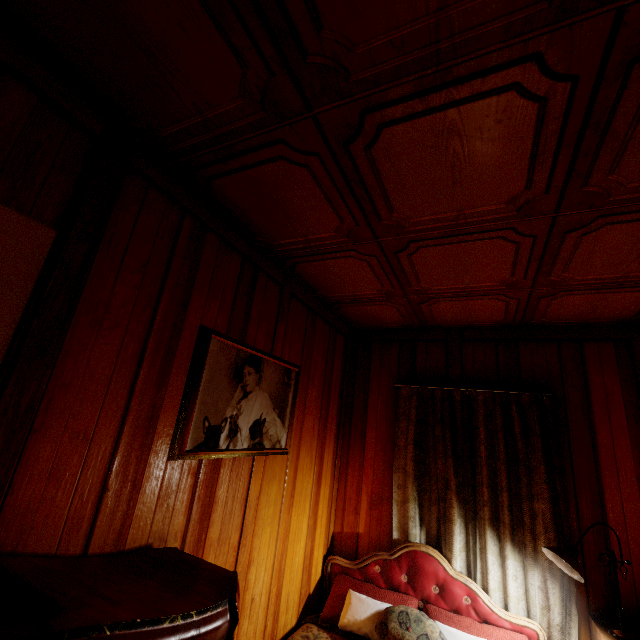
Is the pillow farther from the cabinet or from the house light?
the cabinet

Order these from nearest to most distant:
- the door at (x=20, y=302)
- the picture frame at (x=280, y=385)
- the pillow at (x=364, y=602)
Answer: the door at (x=20, y=302) < the picture frame at (x=280, y=385) < the pillow at (x=364, y=602)

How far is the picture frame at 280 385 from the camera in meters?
1.6 m

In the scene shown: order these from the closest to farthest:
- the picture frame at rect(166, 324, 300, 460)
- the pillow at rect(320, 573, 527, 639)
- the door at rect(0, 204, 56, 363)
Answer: the door at rect(0, 204, 56, 363) < the picture frame at rect(166, 324, 300, 460) < the pillow at rect(320, 573, 527, 639)

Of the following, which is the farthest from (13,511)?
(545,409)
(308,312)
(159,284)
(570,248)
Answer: (545,409)

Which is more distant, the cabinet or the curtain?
the curtain

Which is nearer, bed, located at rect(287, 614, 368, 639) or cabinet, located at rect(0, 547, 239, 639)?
cabinet, located at rect(0, 547, 239, 639)

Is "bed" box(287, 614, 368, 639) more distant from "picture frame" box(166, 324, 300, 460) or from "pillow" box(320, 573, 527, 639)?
"picture frame" box(166, 324, 300, 460)
